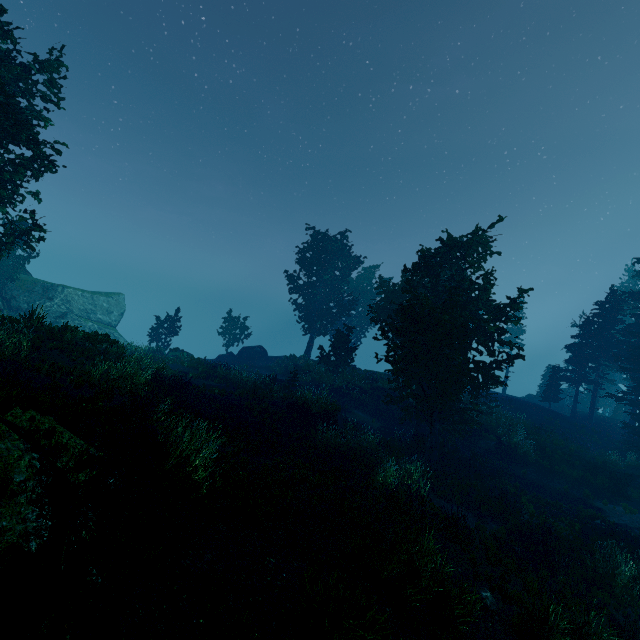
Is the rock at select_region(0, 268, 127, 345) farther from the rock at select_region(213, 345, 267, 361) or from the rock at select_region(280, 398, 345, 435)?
the rock at select_region(280, 398, 345, 435)

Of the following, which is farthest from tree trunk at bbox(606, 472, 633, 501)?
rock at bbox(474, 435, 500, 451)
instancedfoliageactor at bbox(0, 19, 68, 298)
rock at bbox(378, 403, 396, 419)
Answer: rock at bbox(378, 403, 396, 419)

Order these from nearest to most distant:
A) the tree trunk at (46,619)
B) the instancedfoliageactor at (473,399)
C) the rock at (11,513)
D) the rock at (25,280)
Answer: the tree trunk at (46,619), the rock at (11,513), the instancedfoliageactor at (473,399), the rock at (25,280)

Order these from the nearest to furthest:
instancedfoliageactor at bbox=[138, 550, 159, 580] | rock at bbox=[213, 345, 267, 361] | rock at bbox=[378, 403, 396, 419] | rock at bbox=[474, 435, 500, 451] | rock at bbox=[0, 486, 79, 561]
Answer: rock at bbox=[0, 486, 79, 561]
instancedfoliageactor at bbox=[138, 550, 159, 580]
rock at bbox=[474, 435, 500, 451]
rock at bbox=[378, 403, 396, 419]
rock at bbox=[213, 345, 267, 361]

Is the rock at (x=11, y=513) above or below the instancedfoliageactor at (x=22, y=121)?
below

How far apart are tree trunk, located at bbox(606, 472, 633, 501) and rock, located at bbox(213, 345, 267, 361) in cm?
3028

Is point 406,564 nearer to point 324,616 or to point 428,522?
point 324,616

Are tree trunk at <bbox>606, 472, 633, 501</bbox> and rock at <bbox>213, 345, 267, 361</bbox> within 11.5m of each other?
no
